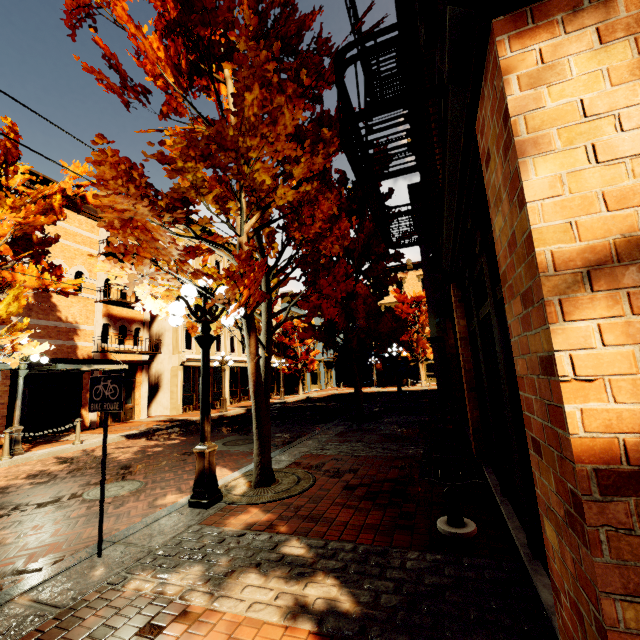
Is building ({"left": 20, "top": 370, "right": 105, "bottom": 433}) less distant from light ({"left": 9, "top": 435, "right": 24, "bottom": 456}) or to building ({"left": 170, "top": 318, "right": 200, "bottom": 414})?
building ({"left": 170, "top": 318, "right": 200, "bottom": 414})

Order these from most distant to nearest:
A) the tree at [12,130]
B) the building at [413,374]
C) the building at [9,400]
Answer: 1. the building at [413,374]
2. the building at [9,400]
3. the tree at [12,130]

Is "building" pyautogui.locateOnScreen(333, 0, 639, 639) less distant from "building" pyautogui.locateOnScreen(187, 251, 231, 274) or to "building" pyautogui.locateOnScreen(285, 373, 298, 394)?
"building" pyautogui.locateOnScreen(187, 251, 231, 274)

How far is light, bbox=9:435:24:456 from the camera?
A: 9.76m

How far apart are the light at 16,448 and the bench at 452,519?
12.0m

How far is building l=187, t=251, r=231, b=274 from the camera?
23.3 meters

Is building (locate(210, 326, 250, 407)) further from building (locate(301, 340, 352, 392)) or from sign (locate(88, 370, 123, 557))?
sign (locate(88, 370, 123, 557))

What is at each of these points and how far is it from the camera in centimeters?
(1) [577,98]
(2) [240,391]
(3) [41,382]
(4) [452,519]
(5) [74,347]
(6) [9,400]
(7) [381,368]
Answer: (1) building, 139cm
(2) building, 2653cm
(3) building, 1445cm
(4) bench, 369cm
(5) building, 1573cm
(6) building, 1337cm
(7) building, 3988cm
